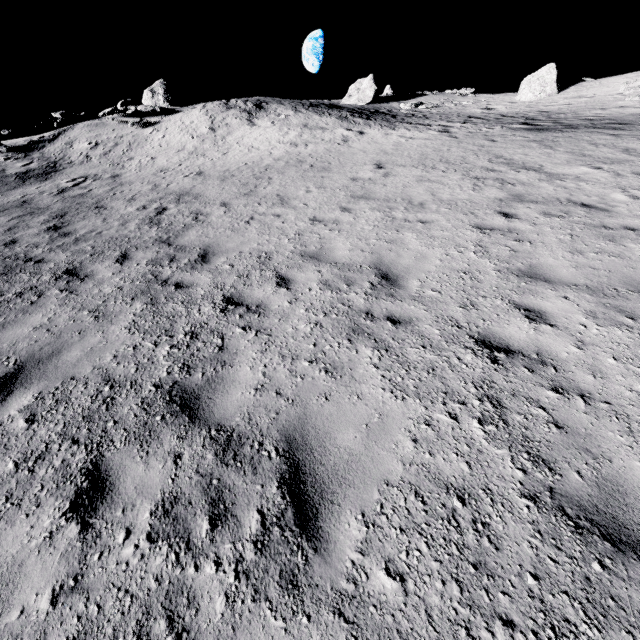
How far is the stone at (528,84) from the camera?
26.22m

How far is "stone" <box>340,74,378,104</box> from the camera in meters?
30.2

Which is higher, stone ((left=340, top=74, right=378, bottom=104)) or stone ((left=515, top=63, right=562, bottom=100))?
stone ((left=340, top=74, right=378, bottom=104))

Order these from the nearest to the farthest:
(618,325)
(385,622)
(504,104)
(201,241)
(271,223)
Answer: (385,622) → (618,325) → (201,241) → (271,223) → (504,104)

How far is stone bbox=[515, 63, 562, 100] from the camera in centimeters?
2622cm

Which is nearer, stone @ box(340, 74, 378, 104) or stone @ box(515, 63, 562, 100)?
stone @ box(515, 63, 562, 100)

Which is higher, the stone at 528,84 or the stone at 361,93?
the stone at 361,93
